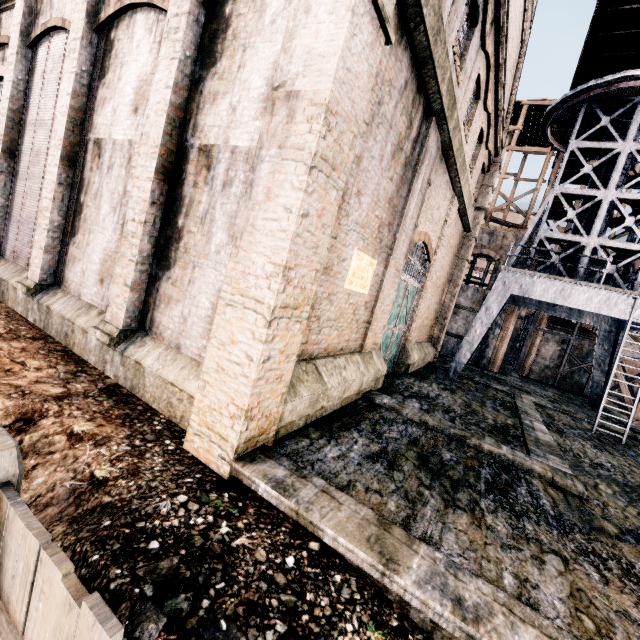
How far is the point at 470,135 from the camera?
14.6m

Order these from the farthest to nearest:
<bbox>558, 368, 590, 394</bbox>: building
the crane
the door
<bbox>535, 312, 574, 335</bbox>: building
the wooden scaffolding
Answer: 1. <bbox>535, 312, 574, 335</bbox>: building
2. <bbox>558, 368, 590, 394</bbox>: building
3. the wooden scaffolding
4. the crane
5. the door

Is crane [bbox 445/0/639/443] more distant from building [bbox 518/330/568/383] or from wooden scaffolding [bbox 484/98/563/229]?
wooden scaffolding [bbox 484/98/563/229]

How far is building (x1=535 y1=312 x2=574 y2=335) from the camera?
28.47m

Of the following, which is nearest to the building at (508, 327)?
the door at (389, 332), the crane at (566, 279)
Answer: the door at (389, 332)
